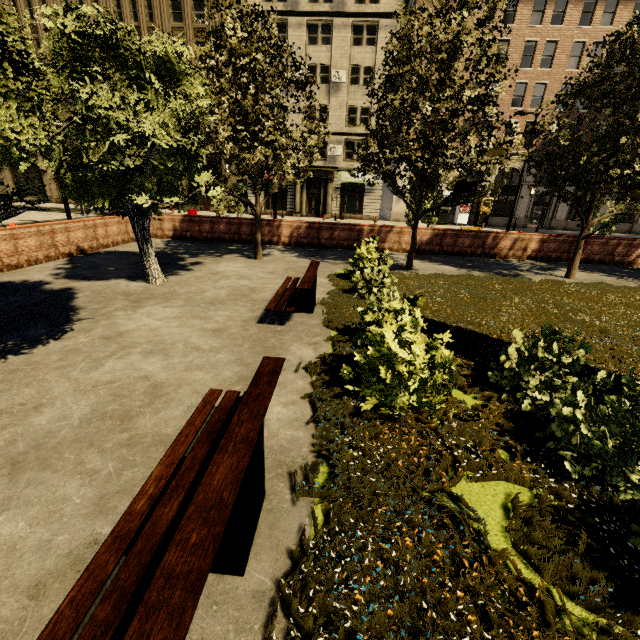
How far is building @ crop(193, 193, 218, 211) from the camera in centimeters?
3506cm

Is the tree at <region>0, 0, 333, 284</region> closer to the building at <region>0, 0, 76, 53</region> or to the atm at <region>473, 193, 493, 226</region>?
the building at <region>0, 0, 76, 53</region>

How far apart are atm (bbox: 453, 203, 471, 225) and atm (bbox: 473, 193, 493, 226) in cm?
90

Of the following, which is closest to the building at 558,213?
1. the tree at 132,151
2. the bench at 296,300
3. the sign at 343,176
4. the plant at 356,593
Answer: the sign at 343,176

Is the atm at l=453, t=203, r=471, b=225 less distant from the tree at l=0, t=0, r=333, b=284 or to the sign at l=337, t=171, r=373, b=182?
the sign at l=337, t=171, r=373, b=182

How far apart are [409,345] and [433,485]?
1.6m

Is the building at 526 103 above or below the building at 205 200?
above

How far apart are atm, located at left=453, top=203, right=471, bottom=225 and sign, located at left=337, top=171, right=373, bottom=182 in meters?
8.0
